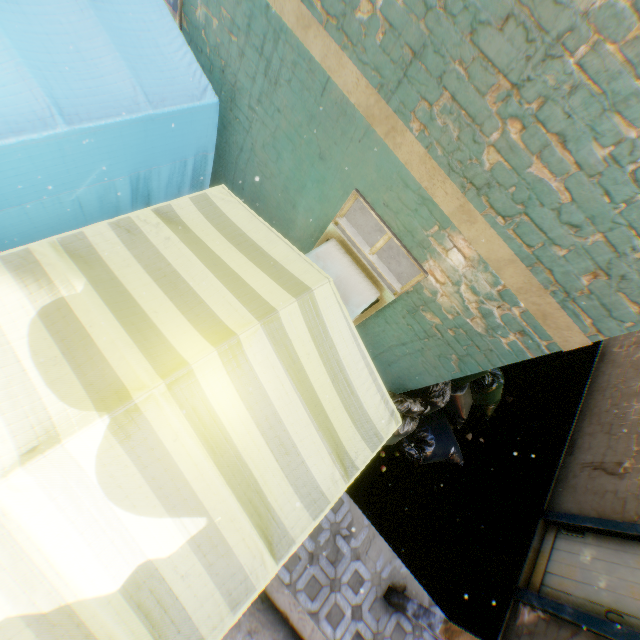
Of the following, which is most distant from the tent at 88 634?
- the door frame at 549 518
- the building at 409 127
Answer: the door frame at 549 518

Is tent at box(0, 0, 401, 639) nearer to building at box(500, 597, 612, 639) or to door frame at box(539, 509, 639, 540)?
building at box(500, 597, 612, 639)

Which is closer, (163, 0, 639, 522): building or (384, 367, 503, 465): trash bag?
(163, 0, 639, 522): building

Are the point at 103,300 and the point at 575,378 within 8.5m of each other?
no

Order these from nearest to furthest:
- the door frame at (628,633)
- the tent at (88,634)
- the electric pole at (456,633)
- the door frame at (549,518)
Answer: the tent at (88,634), the electric pole at (456,633), the door frame at (628,633), the door frame at (549,518)

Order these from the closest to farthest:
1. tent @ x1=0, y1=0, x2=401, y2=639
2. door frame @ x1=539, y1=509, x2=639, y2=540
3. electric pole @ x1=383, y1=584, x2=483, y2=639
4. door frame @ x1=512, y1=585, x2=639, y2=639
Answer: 1. tent @ x1=0, y1=0, x2=401, y2=639
2. electric pole @ x1=383, y1=584, x2=483, y2=639
3. door frame @ x1=512, y1=585, x2=639, y2=639
4. door frame @ x1=539, y1=509, x2=639, y2=540

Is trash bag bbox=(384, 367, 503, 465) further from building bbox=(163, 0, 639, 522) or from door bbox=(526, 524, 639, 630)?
door bbox=(526, 524, 639, 630)

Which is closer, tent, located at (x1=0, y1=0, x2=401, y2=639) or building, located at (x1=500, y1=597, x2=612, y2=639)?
tent, located at (x1=0, y1=0, x2=401, y2=639)
